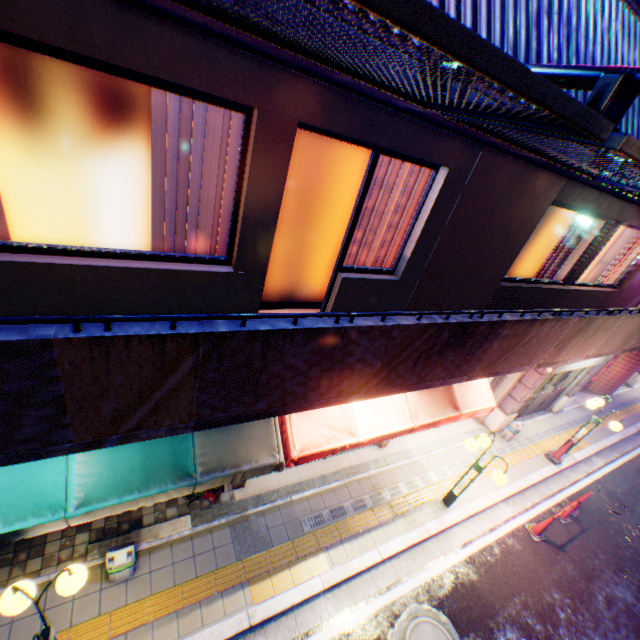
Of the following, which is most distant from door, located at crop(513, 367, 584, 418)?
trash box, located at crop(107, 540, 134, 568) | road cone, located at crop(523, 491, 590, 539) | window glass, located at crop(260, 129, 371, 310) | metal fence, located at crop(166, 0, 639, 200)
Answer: trash box, located at crop(107, 540, 134, 568)

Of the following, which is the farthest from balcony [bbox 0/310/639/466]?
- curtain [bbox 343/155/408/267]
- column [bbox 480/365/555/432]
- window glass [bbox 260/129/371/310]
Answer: curtain [bbox 343/155/408/267]

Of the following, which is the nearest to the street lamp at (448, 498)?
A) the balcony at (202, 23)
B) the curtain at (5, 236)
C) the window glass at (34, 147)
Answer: the balcony at (202, 23)

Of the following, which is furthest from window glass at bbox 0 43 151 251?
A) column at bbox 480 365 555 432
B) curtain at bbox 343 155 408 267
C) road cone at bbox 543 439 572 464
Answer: road cone at bbox 543 439 572 464

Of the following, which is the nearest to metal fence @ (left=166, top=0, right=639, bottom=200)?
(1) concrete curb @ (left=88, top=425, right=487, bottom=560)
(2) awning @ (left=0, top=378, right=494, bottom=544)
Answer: (2) awning @ (left=0, top=378, right=494, bottom=544)

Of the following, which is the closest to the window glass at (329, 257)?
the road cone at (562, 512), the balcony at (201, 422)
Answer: the balcony at (201, 422)

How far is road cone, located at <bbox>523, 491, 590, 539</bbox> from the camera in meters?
8.0 m

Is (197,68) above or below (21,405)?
above
